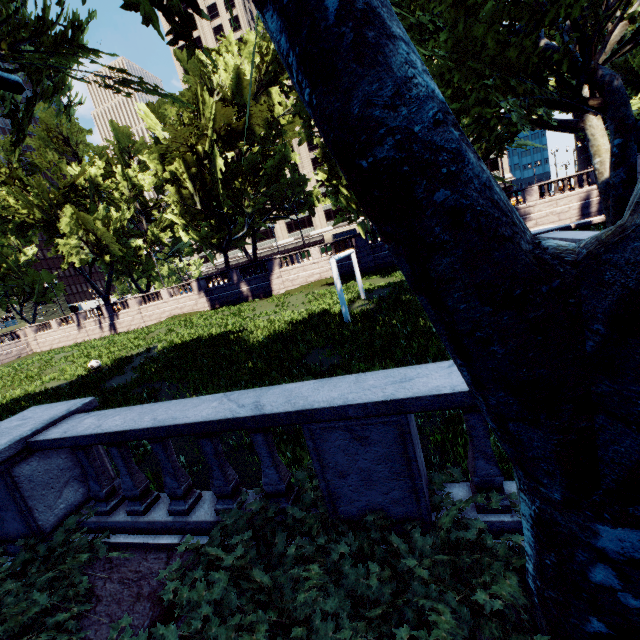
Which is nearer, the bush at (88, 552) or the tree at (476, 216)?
the tree at (476, 216)

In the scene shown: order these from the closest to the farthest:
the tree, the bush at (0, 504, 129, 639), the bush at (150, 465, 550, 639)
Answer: the tree, the bush at (150, 465, 550, 639), the bush at (0, 504, 129, 639)

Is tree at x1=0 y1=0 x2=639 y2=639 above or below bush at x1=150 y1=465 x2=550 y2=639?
above

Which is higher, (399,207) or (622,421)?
(399,207)

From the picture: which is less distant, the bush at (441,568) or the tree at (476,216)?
the tree at (476,216)

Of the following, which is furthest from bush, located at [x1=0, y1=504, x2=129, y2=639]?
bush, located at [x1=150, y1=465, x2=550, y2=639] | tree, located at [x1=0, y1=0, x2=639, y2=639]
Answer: tree, located at [x1=0, y1=0, x2=639, y2=639]

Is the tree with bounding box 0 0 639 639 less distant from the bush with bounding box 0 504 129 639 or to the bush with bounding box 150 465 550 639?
the bush with bounding box 150 465 550 639
